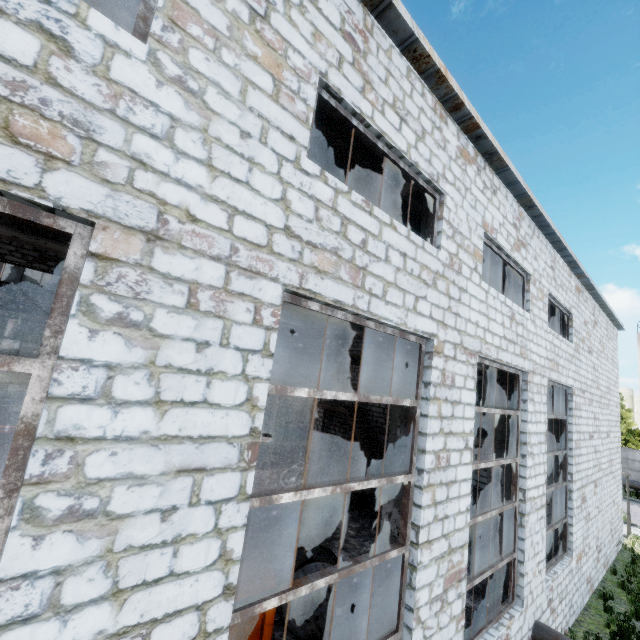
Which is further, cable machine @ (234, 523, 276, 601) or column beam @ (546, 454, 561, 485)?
column beam @ (546, 454, 561, 485)

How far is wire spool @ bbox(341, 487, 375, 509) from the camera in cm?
1492

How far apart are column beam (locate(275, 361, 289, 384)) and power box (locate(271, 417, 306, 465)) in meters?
1.9 m

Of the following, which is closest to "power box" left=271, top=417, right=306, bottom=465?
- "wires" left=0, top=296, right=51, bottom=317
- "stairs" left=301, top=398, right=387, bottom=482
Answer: "wires" left=0, top=296, right=51, bottom=317

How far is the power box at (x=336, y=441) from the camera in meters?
18.3 m

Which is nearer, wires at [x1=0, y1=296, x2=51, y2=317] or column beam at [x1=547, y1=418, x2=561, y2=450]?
column beam at [x1=547, y1=418, x2=561, y2=450]

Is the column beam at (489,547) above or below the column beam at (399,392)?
below

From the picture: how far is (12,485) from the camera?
2.0m
